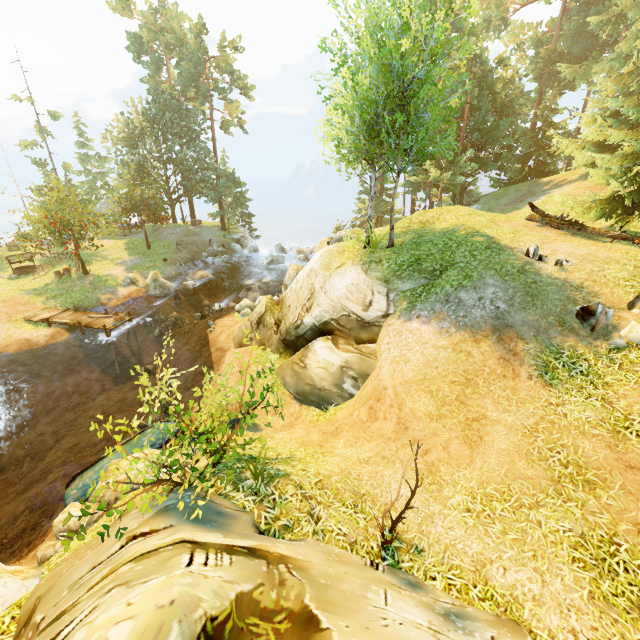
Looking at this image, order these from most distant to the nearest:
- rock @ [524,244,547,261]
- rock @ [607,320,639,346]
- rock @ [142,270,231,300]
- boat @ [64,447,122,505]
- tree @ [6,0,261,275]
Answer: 1. tree @ [6,0,261,275]
2. rock @ [142,270,231,300]
3. rock @ [524,244,547,261]
4. boat @ [64,447,122,505]
5. rock @ [607,320,639,346]

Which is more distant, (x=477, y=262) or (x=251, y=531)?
(x=477, y=262)

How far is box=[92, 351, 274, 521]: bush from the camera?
4.6m

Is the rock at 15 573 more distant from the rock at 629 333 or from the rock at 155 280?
the rock at 155 280

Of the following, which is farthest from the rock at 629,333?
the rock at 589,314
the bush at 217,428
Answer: the bush at 217,428

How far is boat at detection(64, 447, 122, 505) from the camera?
9.97m

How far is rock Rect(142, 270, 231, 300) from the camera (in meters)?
25.77

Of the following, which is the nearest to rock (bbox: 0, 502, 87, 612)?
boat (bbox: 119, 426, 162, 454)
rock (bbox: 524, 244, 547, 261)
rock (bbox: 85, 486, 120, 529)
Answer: rock (bbox: 85, 486, 120, 529)
